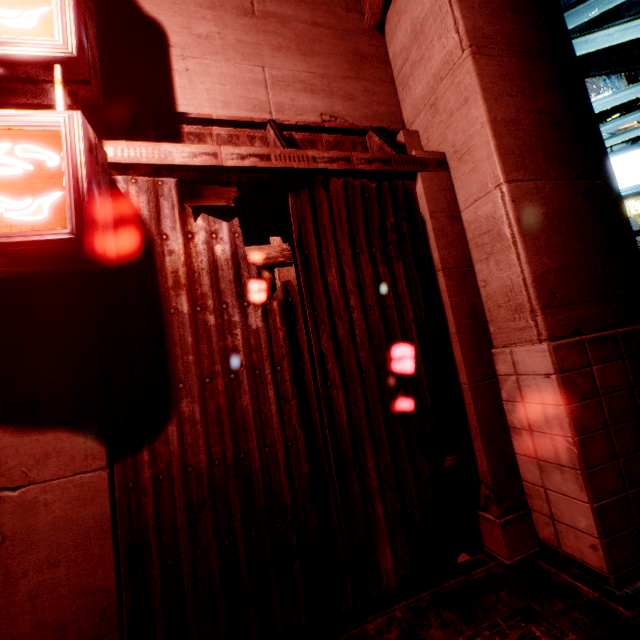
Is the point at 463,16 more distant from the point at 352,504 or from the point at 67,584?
the point at 67,584
